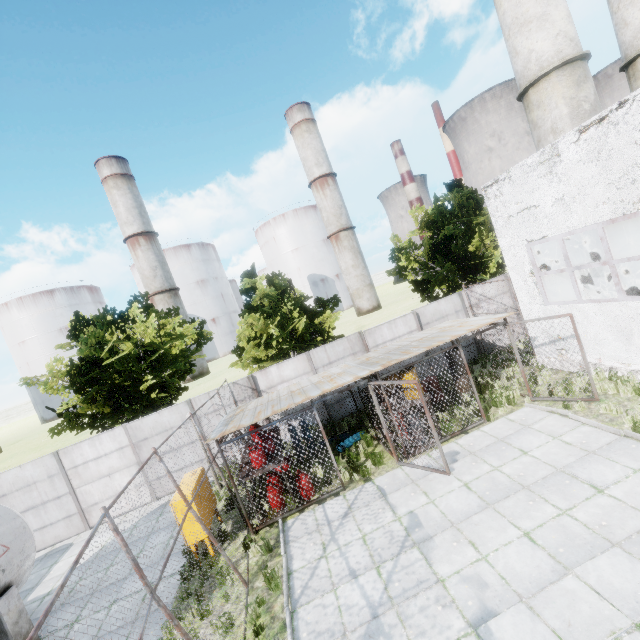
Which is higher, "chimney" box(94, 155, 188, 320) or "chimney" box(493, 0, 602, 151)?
"chimney" box(94, 155, 188, 320)

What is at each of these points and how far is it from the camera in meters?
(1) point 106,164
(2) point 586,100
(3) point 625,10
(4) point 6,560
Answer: (1) chimney, 55.6
(2) chimney, 14.7
(3) chimney, 16.7
(4) gas tank, 8.3

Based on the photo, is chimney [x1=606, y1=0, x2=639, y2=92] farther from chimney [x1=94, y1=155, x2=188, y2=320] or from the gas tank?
chimney [x1=94, y1=155, x2=188, y2=320]

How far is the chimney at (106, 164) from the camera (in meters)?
55.91

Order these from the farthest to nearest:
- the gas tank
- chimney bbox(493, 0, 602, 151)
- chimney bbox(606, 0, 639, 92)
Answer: chimney bbox(606, 0, 639, 92), chimney bbox(493, 0, 602, 151), the gas tank

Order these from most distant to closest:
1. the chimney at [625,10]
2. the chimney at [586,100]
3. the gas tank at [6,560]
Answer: A:
the chimney at [625,10]
the chimney at [586,100]
the gas tank at [6,560]

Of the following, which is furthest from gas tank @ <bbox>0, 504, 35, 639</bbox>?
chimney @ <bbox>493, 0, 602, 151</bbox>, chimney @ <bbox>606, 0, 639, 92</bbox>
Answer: chimney @ <bbox>606, 0, 639, 92</bbox>

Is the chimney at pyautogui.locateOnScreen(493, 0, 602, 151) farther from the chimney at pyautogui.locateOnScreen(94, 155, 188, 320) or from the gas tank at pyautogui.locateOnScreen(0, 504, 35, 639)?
the chimney at pyautogui.locateOnScreen(94, 155, 188, 320)
